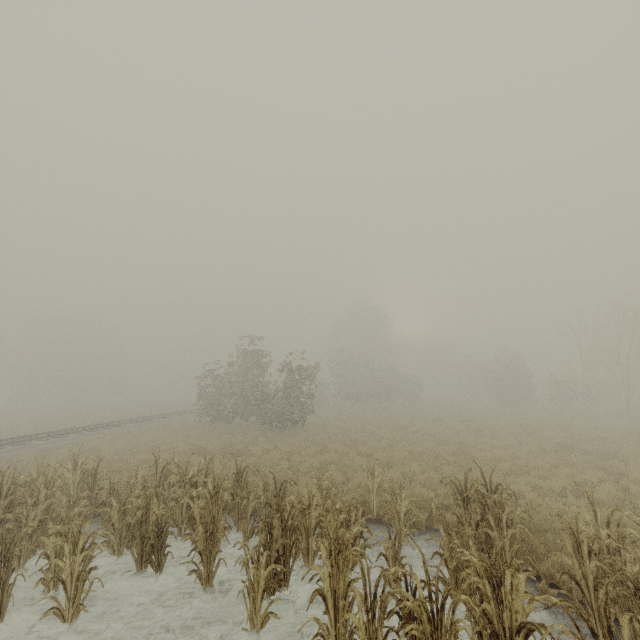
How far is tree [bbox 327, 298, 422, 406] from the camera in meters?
39.5

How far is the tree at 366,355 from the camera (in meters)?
39.50

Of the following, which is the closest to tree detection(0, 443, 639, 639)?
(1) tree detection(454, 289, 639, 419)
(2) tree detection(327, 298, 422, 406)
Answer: (1) tree detection(454, 289, 639, 419)

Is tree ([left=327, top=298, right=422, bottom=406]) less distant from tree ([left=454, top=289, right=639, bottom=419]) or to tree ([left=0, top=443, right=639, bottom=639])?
tree ([left=454, top=289, right=639, bottom=419])

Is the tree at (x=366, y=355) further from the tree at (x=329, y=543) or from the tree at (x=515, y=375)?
the tree at (x=329, y=543)

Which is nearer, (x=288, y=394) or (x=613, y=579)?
(x=613, y=579)
